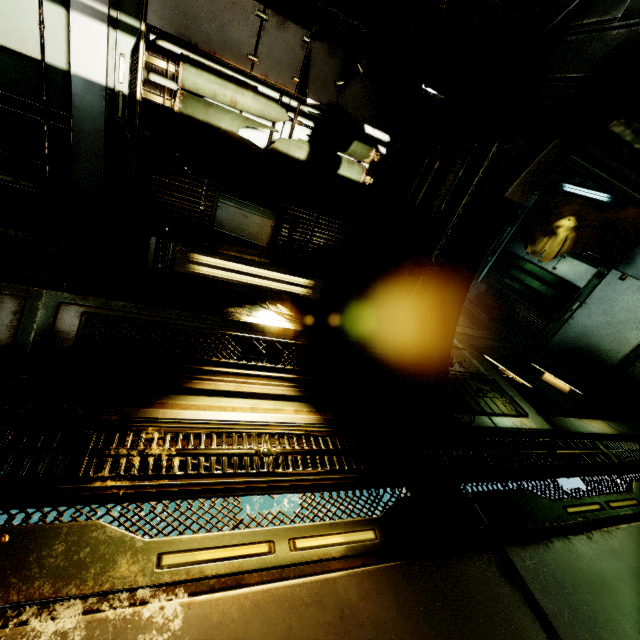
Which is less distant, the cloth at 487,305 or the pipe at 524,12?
the pipe at 524,12

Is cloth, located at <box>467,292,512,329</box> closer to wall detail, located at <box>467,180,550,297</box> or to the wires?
wall detail, located at <box>467,180,550,297</box>

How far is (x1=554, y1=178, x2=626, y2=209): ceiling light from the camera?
8.1 meters

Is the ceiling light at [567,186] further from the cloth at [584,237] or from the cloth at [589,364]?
the cloth at [589,364]

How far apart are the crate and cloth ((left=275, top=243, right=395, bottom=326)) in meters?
0.0 m

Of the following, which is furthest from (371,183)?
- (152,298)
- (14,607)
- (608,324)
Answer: (608,324)

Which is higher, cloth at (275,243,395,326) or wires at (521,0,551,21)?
wires at (521,0,551,21)

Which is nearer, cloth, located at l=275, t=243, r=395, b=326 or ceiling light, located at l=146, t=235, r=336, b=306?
ceiling light, located at l=146, t=235, r=336, b=306
